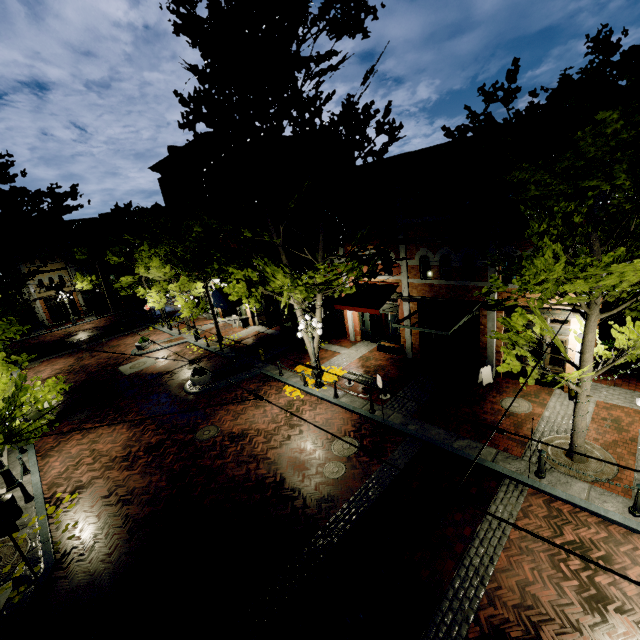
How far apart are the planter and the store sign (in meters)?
Answer: 4.28

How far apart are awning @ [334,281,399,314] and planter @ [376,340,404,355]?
2.2 meters

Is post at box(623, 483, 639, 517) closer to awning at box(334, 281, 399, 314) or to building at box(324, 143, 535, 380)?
building at box(324, 143, 535, 380)

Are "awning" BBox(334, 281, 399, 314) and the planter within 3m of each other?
yes

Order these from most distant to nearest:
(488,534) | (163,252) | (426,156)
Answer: (163,252) < (426,156) < (488,534)

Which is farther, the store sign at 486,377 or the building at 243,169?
the building at 243,169

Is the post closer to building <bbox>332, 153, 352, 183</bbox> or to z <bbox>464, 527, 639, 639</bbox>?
z <bbox>464, 527, 639, 639</bbox>

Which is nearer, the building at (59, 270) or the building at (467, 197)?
the building at (467, 197)
